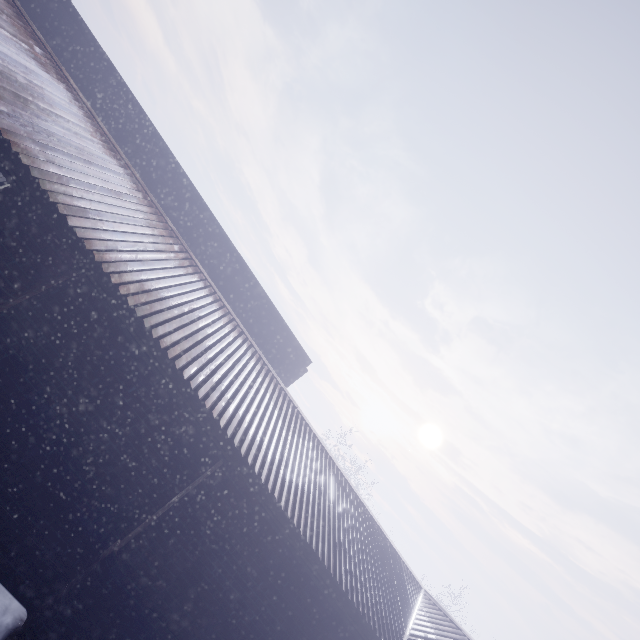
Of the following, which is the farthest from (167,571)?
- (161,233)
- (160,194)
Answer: (160,194)
